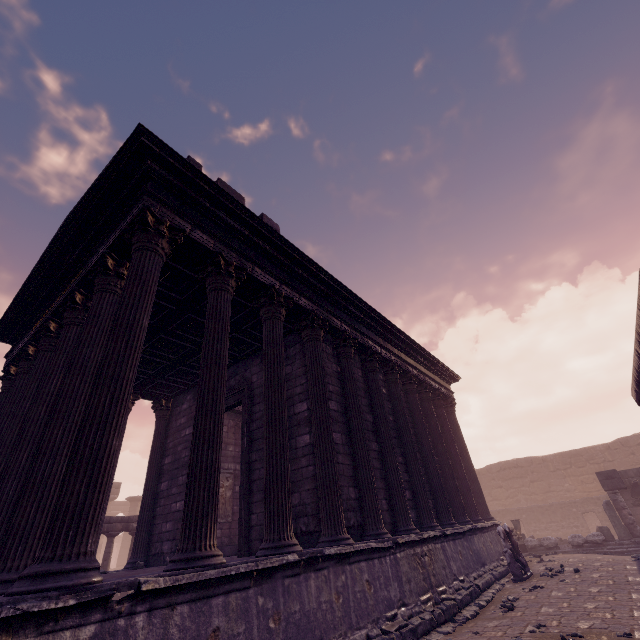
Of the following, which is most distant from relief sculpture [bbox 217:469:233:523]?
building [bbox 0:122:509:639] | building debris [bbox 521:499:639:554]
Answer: building debris [bbox 521:499:639:554]

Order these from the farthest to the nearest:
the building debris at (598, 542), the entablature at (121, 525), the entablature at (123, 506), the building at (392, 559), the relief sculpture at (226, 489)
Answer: the entablature at (123, 506) < the entablature at (121, 525) < the building debris at (598, 542) < the relief sculpture at (226, 489) < the building at (392, 559)

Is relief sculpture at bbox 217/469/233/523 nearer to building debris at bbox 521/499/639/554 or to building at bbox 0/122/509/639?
building at bbox 0/122/509/639

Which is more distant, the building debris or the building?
the building debris

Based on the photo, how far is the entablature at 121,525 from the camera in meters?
12.7

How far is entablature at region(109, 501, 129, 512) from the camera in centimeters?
3467cm

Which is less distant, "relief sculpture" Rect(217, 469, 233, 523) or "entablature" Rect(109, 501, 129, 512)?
"relief sculpture" Rect(217, 469, 233, 523)

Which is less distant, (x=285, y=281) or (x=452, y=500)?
(x=285, y=281)
